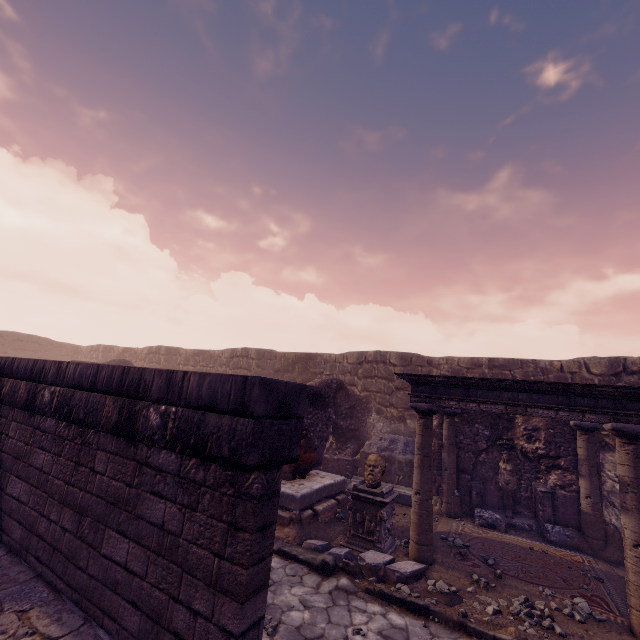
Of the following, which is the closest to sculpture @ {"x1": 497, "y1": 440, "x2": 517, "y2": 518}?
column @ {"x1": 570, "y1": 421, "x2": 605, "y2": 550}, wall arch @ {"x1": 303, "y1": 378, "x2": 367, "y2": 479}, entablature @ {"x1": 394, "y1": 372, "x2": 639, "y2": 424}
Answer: entablature @ {"x1": 394, "y1": 372, "x2": 639, "y2": 424}

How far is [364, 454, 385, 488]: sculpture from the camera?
7.00m

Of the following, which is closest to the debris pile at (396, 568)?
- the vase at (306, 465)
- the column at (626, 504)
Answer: the vase at (306, 465)

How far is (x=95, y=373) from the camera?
4.1 meters

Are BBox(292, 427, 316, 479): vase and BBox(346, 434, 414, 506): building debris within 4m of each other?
yes

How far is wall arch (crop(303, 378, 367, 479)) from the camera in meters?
9.5

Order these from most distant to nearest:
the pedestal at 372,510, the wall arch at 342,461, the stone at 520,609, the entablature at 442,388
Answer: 1. the wall arch at 342,461
2. the pedestal at 372,510
3. the entablature at 442,388
4. the stone at 520,609

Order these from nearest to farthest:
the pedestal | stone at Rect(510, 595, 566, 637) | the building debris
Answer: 1. stone at Rect(510, 595, 566, 637)
2. the pedestal
3. the building debris
